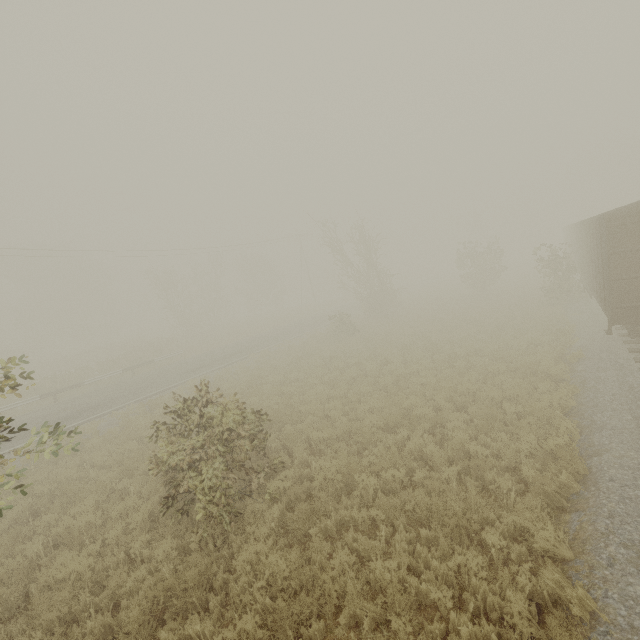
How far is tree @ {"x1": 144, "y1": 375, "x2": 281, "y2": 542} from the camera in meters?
6.6 m

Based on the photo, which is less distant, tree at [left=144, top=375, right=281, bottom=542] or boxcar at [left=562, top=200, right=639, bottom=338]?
tree at [left=144, top=375, right=281, bottom=542]

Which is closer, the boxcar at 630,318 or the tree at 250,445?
the tree at 250,445

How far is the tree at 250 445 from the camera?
6.6 meters

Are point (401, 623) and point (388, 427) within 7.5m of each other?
yes
